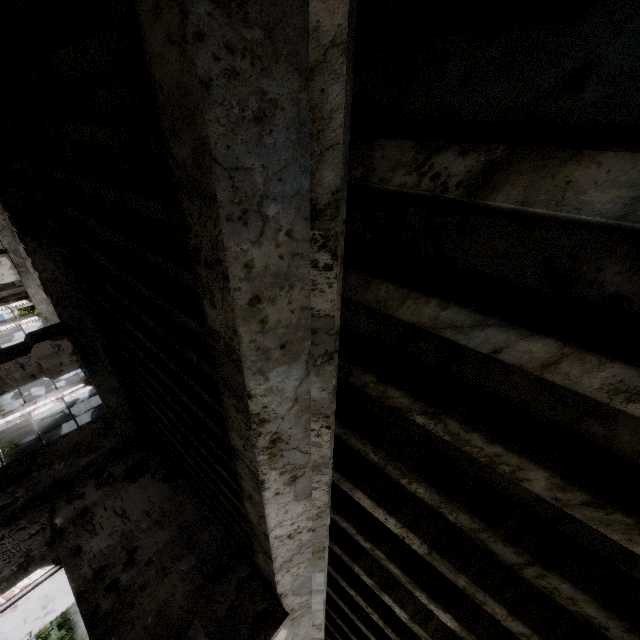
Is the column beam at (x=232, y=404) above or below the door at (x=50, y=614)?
above

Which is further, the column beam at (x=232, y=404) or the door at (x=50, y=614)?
the door at (x=50, y=614)

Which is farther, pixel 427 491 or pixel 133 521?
pixel 133 521

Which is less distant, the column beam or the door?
the column beam

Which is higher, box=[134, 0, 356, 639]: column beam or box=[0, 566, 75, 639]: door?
box=[134, 0, 356, 639]: column beam
